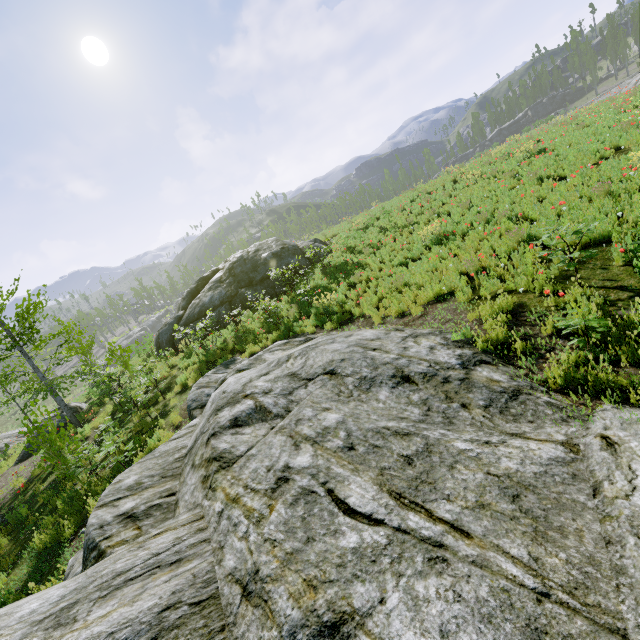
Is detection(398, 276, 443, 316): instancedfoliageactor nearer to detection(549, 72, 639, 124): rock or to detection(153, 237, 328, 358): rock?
detection(549, 72, 639, 124): rock

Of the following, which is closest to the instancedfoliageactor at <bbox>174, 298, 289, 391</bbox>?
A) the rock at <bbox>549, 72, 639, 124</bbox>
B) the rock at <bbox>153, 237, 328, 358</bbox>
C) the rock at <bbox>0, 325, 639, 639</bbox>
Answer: the rock at <bbox>549, 72, 639, 124</bbox>

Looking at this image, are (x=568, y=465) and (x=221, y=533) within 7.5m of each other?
yes

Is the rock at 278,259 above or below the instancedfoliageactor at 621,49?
below

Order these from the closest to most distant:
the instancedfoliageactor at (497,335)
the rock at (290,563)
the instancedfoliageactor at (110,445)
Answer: the rock at (290,563) < the instancedfoliageactor at (497,335) < the instancedfoliageactor at (110,445)

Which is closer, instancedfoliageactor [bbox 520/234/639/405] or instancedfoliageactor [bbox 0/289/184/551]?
instancedfoliageactor [bbox 520/234/639/405]
